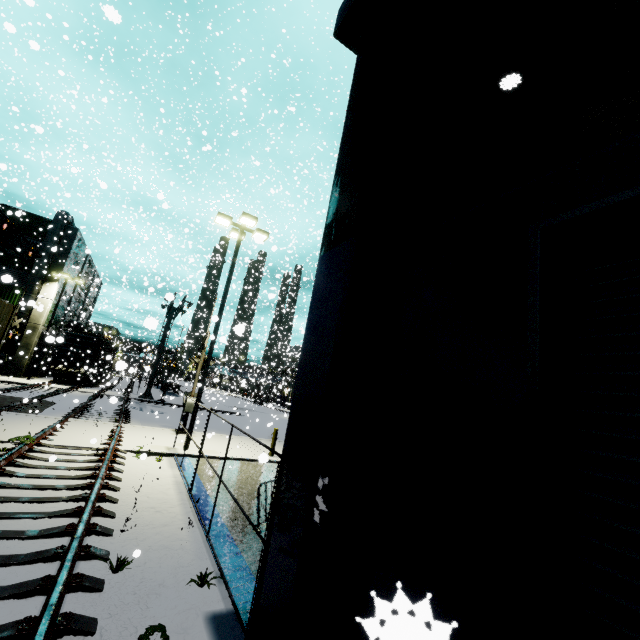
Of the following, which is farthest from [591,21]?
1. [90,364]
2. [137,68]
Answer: [137,68]

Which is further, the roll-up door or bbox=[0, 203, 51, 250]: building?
bbox=[0, 203, 51, 250]: building

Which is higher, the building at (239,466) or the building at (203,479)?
the building at (239,466)

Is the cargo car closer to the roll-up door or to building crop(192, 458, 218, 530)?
building crop(192, 458, 218, 530)

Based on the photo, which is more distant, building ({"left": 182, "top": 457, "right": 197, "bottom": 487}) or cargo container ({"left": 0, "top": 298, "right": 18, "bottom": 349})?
cargo container ({"left": 0, "top": 298, "right": 18, "bottom": 349})

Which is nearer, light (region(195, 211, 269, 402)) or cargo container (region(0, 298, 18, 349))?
cargo container (region(0, 298, 18, 349))

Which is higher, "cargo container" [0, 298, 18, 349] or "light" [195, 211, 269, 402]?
"light" [195, 211, 269, 402]
